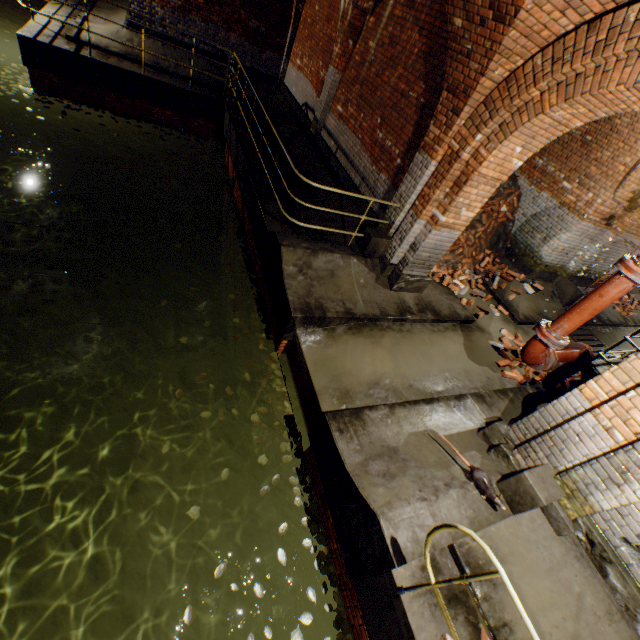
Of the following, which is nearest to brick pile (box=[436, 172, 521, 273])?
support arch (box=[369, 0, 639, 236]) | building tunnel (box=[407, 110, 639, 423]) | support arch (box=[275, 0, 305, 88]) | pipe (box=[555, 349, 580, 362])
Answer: building tunnel (box=[407, 110, 639, 423])

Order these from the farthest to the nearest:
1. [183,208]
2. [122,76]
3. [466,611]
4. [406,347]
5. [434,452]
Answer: [183,208]
[122,76]
[406,347]
[434,452]
[466,611]

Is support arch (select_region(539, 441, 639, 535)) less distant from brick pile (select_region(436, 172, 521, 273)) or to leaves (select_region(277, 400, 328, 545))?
leaves (select_region(277, 400, 328, 545))

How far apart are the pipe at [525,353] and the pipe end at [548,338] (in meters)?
0.01

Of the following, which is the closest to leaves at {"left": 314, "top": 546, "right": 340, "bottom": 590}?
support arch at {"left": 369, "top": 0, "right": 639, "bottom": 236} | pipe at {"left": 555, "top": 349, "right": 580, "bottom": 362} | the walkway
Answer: support arch at {"left": 369, "top": 0, "right": 639, "bottom": 236}

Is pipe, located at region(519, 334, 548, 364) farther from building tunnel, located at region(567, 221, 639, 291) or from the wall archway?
the wall archway

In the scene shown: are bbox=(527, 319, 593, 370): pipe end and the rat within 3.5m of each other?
yes

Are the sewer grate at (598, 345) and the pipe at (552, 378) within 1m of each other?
no
